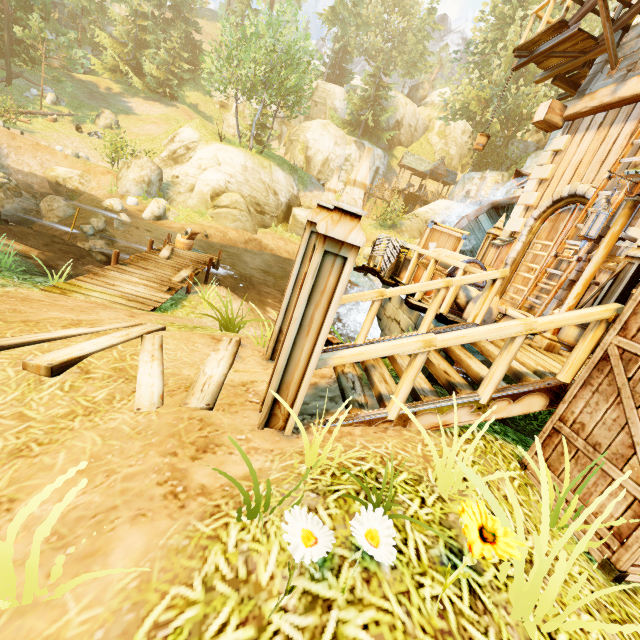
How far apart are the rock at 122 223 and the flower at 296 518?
18.12m

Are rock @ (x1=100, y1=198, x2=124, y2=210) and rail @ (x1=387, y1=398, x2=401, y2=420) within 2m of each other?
no

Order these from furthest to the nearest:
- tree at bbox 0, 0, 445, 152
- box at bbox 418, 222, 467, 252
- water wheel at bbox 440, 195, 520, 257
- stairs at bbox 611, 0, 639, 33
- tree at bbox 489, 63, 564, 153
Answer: tree at bbox 489, 63, 564, 153, tree at bbox 0, 0, 445, 152, water wheel at bbox 440, 195, 520, 257, stairs at bbox 611, 0, 639, 33, box at bbox 418, 222, 467, 252

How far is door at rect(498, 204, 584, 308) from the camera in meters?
7.8

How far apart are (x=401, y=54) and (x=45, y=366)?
71.3m

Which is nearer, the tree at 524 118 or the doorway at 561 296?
the doorway at 561 296

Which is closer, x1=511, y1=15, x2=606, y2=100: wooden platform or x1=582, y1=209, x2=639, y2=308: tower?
x1=582, y1=209, x2=639, y2=308: tower

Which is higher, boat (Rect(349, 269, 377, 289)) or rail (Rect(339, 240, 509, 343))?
rail (Rect(339, 240, 509, 343))
